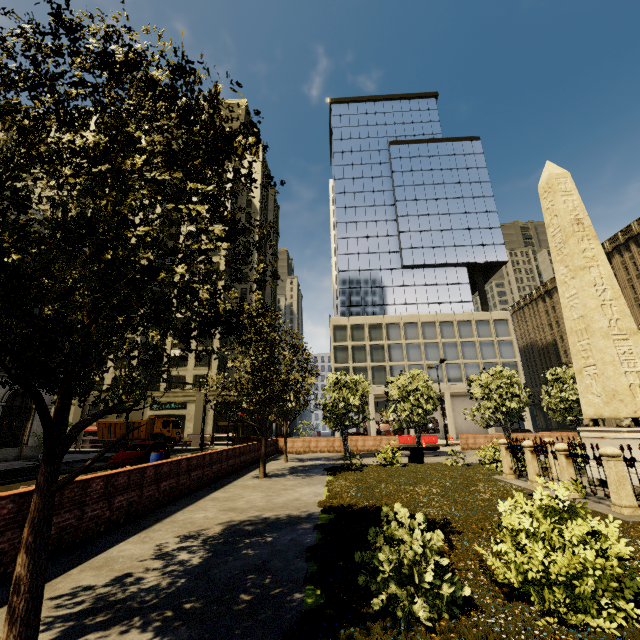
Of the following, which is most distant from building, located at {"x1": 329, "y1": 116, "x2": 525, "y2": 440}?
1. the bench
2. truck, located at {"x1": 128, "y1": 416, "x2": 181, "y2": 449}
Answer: the bench

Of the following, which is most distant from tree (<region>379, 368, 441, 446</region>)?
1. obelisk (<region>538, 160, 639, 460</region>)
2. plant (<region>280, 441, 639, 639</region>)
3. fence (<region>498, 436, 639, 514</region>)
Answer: obelisk (<region>538, 160, 639, 460</region>)

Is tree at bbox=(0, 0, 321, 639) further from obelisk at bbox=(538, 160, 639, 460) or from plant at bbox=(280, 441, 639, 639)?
obelisk at bbox=(538, 160, 639, 460)

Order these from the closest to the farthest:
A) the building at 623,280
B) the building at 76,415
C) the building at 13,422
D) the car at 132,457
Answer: the car at 132,457
the building at 13,422
the building at 76,415
the building at 623,280

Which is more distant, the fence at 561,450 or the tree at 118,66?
the fence at 561,450

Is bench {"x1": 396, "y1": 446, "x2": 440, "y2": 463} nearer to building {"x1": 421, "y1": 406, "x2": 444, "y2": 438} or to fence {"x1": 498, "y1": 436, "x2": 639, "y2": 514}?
fence {"x1": 498, "y1": 436, "x2": 639, "y2": 514}

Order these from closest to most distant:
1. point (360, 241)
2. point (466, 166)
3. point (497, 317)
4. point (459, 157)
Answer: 1. point (497, 317)
2. point (360, 241)
3. point (466, 166)
4. point (459, 157)

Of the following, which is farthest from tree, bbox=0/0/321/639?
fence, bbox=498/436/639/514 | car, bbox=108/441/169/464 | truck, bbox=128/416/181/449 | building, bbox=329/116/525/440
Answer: truck, bbox=128/416/181/449
